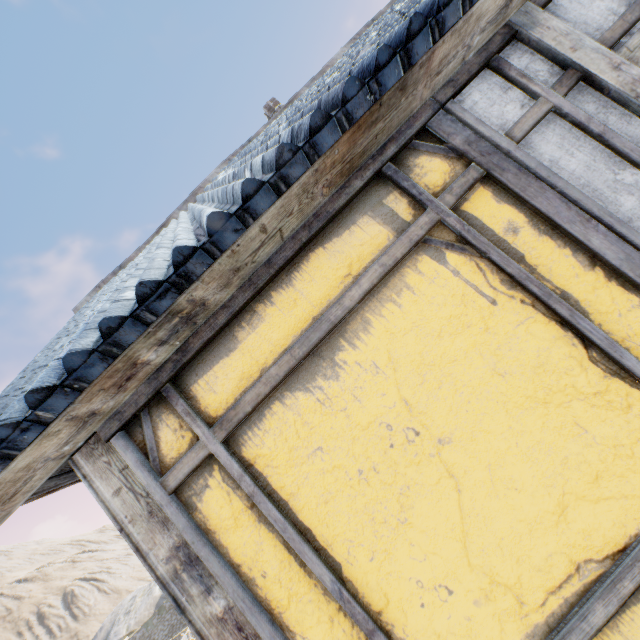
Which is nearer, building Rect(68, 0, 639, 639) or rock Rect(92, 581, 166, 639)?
building Rect(68, 0, 639, 639)

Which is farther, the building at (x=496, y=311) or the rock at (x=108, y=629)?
the rock at (x=108, y=629)

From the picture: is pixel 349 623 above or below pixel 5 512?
below
